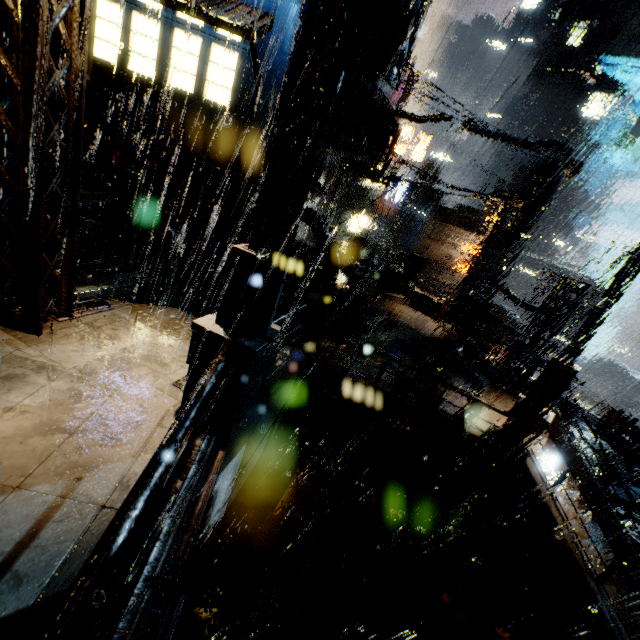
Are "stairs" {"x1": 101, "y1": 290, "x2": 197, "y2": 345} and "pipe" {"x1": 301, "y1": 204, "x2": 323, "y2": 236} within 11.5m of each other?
yes

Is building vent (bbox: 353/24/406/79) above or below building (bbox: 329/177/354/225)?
above

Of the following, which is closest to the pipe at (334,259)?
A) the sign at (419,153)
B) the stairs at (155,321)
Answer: the stairs at (155,321)

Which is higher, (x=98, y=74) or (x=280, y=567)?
(x=98, y=74)

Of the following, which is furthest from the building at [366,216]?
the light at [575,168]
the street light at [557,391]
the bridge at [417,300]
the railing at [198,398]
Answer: the street light at [557,391]

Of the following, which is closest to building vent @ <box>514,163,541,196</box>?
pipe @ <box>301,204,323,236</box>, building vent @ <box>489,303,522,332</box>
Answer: building vent @ <box>489,303,522,332</box>

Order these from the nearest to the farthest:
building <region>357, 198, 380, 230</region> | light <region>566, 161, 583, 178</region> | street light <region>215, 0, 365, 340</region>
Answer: street light <region>215, 0, 365, 340</region>, light <region>566, 161, 583, 178</region>, building <region>357, 198, 380, 230</region>

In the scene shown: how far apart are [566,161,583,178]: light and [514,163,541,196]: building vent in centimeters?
5122cm
